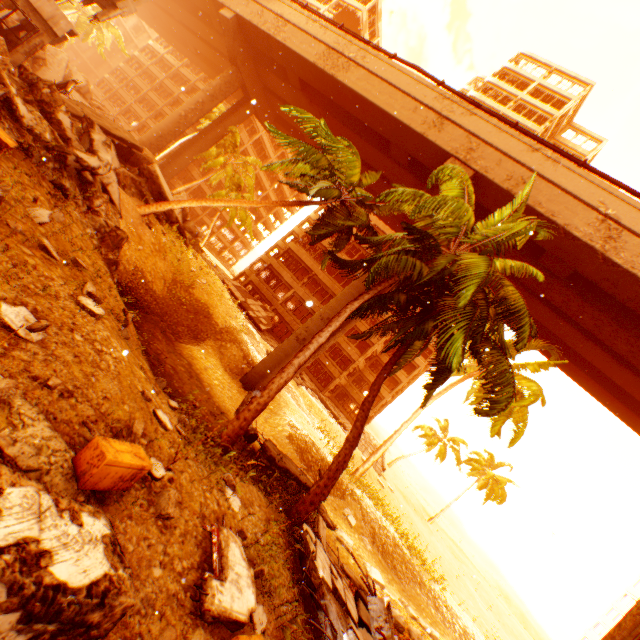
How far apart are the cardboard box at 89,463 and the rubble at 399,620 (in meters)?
12.02

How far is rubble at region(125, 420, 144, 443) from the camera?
4.27m

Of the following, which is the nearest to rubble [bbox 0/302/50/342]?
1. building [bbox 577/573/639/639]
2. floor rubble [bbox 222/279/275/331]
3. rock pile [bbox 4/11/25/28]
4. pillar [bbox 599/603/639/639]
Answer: rock pile [bbox 4/11/25/28]

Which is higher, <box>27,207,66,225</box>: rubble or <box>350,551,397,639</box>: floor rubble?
<box>350,551,397,639</box>: floor rubble

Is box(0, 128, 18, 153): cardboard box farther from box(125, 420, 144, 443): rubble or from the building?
the building

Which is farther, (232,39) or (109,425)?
(232,39)

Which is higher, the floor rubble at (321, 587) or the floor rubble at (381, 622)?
the floor rubble at (381, 622)

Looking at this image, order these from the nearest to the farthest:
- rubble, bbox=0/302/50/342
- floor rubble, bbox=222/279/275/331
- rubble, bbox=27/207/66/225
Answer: rubble, bbox=0/302/50/342
rubble, bbox=27/207/66/225
floor rubble, bbox=222/279/275/331
